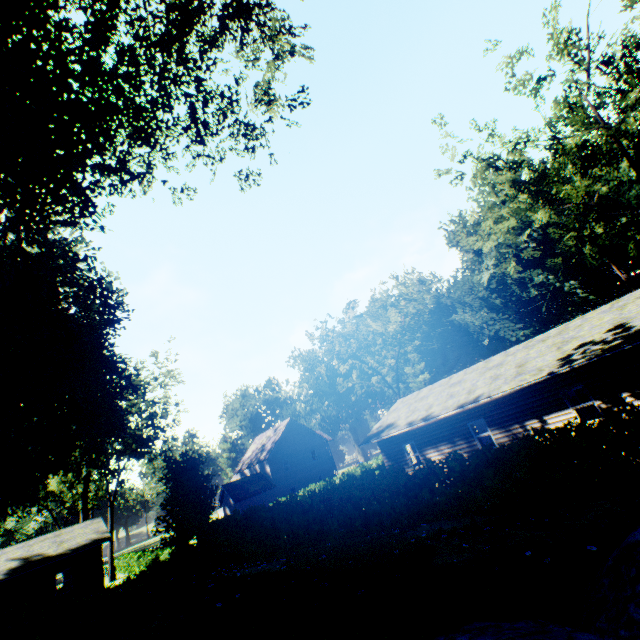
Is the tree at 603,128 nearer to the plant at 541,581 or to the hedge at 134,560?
the plant at 541,581

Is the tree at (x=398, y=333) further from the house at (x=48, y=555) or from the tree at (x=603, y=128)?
the house at (x=48, y=555)

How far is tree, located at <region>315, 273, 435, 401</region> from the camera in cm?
3781

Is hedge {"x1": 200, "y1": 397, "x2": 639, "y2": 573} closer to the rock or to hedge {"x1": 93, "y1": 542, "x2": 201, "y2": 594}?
hedge {"x1": 93, "y1": 542, "x2": 201, "y2": 594}

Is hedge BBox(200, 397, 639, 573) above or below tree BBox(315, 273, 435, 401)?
below

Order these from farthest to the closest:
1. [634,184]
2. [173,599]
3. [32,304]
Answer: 1. [634,184]
2. [32,304]
3. [173,599]

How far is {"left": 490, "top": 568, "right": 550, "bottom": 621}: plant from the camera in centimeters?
269cm

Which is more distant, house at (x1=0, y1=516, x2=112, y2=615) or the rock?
house at (x1=0, y1=516, x2=112, y2=615)
